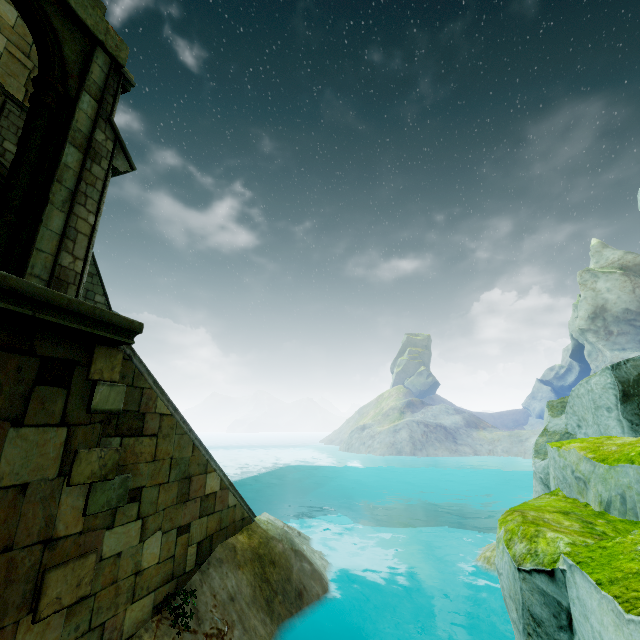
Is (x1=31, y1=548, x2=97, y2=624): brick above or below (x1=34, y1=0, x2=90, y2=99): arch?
below

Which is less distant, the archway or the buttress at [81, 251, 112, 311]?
the archway

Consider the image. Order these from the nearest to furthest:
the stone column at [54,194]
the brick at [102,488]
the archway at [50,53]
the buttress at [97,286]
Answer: the brick at [102,488] < the stone column at [54,194] < the archway at [50,53] < the buttress at [97,286]

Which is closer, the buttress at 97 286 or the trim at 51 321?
the trim at 51 321

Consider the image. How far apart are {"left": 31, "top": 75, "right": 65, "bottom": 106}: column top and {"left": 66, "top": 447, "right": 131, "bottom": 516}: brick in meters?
6.9

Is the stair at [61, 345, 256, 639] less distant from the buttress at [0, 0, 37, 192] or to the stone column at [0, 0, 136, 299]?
the stone column at [0, 0, 136, 299]

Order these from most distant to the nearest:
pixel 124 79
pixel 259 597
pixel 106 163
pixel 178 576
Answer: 1. pixel 124 79
2. pixel 106 163
3. pixel 259 597
4. pixel 178 576

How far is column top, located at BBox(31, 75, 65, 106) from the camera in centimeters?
635cm
